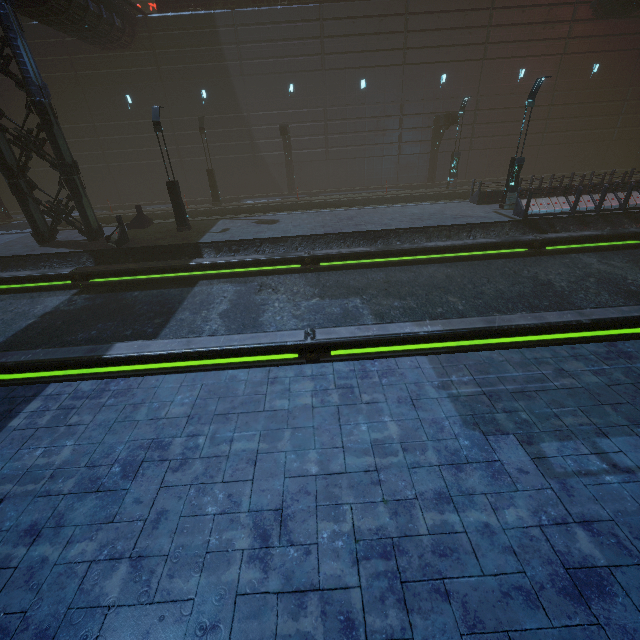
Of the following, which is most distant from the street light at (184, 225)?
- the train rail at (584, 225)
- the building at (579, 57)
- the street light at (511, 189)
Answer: the street light at (511, 189)

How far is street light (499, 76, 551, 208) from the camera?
14.6 meters

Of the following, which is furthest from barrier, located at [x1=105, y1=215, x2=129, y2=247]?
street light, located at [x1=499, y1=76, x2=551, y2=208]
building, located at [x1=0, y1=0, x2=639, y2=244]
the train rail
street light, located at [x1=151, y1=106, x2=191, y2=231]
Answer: street light, located at [x1=499, y1=76, x2=551, y2=208]

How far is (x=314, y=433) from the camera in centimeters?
491cm

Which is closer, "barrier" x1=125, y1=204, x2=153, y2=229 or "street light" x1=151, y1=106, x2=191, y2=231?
"street light" x1=151, y1=106, x2=191, y2=231

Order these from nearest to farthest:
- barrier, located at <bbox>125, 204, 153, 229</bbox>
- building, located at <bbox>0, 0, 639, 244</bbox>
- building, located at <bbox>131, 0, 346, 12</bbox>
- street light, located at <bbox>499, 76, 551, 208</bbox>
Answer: street light, located at <bbox>499, 76, 551, 208</bbox> → building, located at <bbox>0, 0, 639, 244</bbox> → barrier, located at <bbox>125, 204, 153, 229</bbox> → building, located at <bbox>131, 0, 346, 12</bbox>

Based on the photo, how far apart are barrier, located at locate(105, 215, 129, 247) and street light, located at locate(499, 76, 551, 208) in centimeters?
1943cm

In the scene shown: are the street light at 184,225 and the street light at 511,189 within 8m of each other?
no
